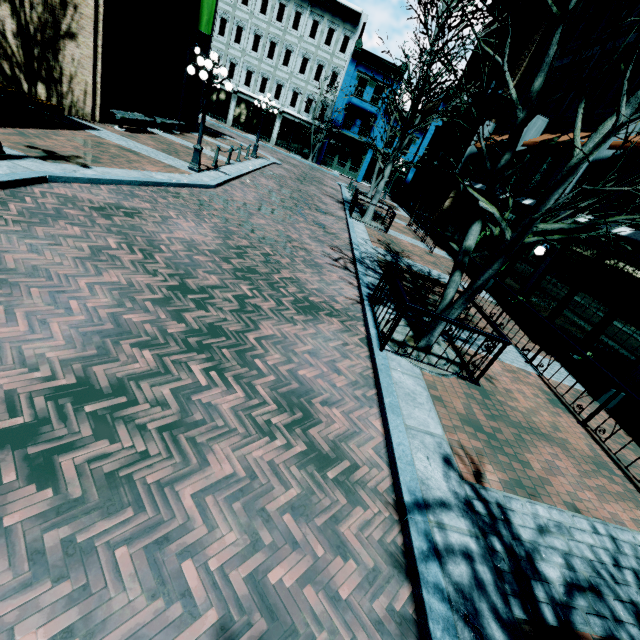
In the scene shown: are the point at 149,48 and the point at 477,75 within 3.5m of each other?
no

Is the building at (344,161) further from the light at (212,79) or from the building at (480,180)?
the light at (212,79)

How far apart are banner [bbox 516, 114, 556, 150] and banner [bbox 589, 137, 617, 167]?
4.79m

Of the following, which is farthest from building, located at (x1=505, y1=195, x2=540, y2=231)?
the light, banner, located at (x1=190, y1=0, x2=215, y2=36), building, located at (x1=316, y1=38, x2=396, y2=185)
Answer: banner, located at (x1=190, y1=0, x2=215, y2=36)

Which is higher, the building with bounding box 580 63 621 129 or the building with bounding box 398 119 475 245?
the building with bounding box 580 63 621 129

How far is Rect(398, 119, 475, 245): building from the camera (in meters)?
19.41

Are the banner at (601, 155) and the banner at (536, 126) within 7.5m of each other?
yes

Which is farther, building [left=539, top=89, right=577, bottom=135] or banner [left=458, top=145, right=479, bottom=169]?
banner [left=458, top=145, right=479, bottom=169]
